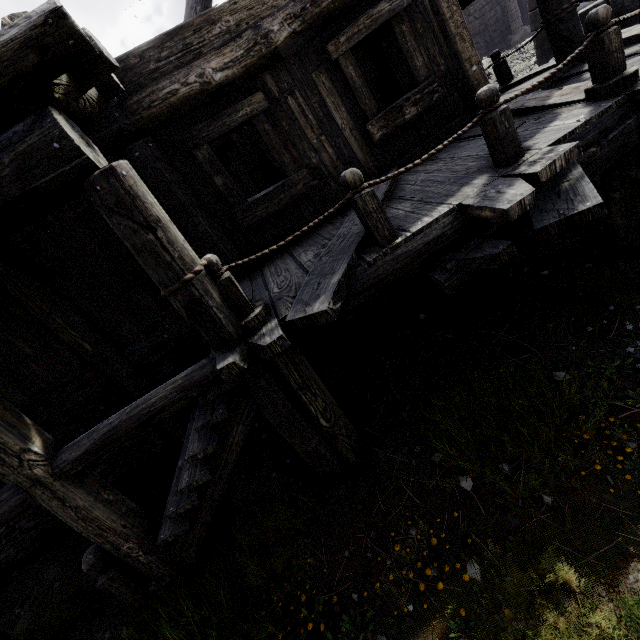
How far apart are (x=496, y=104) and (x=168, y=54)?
4.0 meters
